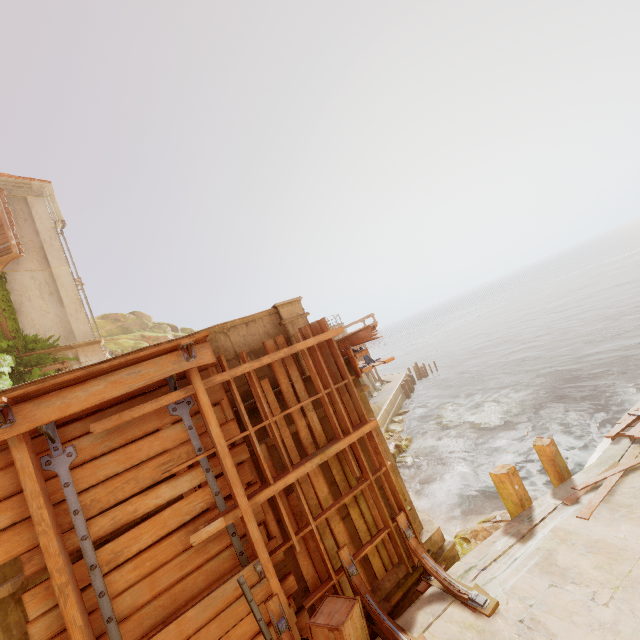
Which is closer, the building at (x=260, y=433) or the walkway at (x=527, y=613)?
the walkway at (x=527, y=613)

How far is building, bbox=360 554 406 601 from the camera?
5.3m

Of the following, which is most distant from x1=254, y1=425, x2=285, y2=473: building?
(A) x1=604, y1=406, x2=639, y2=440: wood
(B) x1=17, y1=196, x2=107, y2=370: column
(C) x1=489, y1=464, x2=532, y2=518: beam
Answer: (A) x1=604, y1=406, x2=639, y2=440: wood

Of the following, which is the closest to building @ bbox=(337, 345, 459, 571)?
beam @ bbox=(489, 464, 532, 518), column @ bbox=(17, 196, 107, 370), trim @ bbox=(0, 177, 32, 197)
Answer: column @ bbox=(17, 196, 107, 370)

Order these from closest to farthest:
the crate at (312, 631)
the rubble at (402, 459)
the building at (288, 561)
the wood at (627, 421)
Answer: the crate at (312, 631), the building at (288, 561), the wood at (627, 421), the rubble at (402, 459)

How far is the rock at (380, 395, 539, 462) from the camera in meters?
16.5

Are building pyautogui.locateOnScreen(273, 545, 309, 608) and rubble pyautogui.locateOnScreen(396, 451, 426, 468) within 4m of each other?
no

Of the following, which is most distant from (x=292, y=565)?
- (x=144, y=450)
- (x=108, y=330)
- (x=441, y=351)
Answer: (x=441, y=351)
